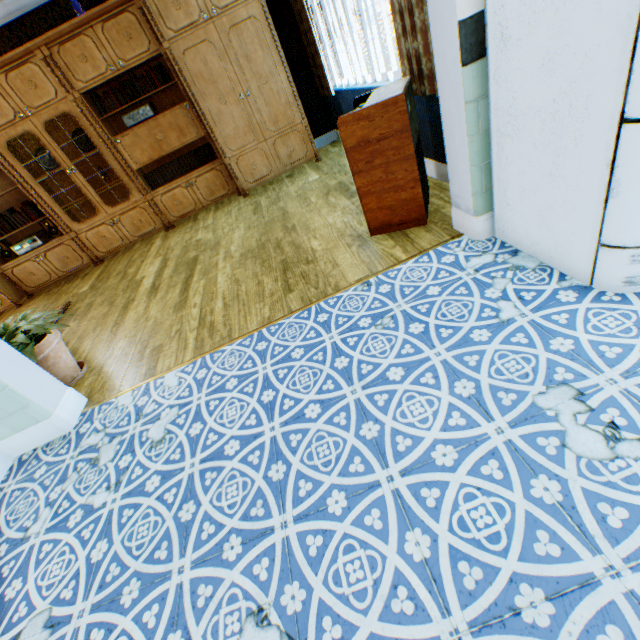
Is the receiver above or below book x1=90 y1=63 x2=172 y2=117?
below

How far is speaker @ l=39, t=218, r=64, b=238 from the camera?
5.06m

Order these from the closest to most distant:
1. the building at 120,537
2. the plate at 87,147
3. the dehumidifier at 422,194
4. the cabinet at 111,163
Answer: the building at 120,537, the dehumidifier at 422,194, the cabinet at 111,163, the plate at 87,147

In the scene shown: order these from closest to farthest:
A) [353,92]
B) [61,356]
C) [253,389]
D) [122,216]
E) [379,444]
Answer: [379,444] → [253,389] → [61,356] → [353,92] → [122,216]

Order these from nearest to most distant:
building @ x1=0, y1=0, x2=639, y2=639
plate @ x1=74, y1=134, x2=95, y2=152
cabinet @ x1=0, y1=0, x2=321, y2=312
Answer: building @ x1=0, y1=0, x2=639, y2=639, cabinet @ x1=0, y1=0, x2=321, y2=312, plate @ x1=74, y1=134, x2=95, y2=152

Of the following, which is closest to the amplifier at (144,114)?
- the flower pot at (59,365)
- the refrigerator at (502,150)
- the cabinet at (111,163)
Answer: the cabinet at (111,163)

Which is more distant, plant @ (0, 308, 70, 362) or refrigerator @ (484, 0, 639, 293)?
plant @ (0, 308, 70, 362)

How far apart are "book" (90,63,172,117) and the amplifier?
0.1m
